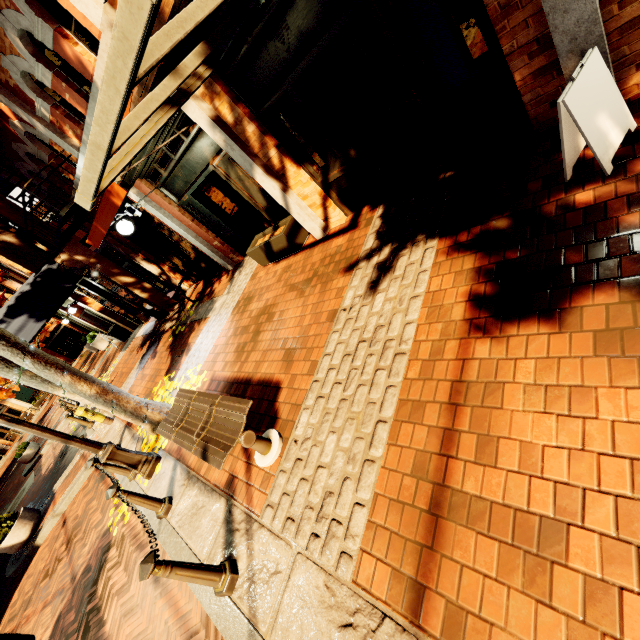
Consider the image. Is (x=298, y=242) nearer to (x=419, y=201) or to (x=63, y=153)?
(x=419, y=201)

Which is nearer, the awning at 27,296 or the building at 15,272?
the awning at 27,296

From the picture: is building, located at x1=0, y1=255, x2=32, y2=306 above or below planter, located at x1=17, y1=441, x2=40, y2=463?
above

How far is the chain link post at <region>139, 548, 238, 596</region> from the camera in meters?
2.6

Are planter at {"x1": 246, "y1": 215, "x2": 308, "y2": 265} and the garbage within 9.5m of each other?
no

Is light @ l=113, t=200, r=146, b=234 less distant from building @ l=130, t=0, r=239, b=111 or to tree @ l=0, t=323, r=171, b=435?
building @ l=130, t=0, r=239, b=111

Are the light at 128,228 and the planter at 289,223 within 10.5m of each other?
yes

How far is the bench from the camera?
3.36m
